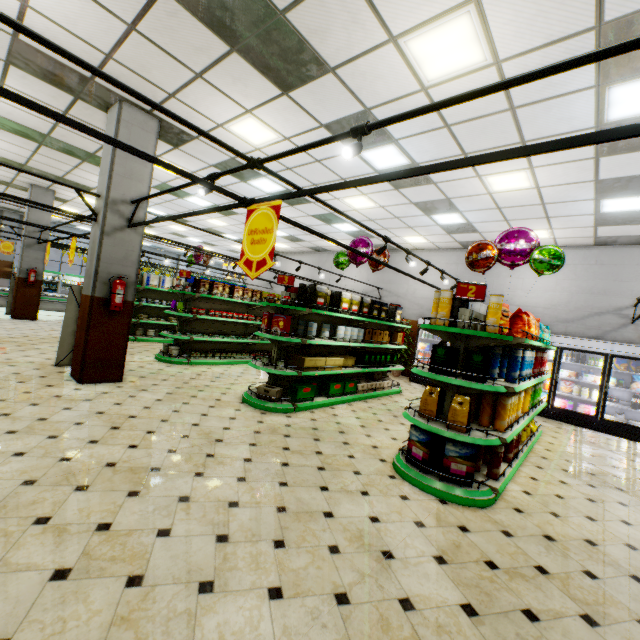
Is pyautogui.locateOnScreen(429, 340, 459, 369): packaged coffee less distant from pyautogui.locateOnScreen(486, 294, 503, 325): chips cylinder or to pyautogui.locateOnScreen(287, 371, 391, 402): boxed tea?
pyautogui.locateOnScreen(486, 294, 503, 325): chips cylinder

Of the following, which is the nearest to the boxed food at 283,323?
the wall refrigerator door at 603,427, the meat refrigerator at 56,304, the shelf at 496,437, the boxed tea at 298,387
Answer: the boxed tea at 298,387

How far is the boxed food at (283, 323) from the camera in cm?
583

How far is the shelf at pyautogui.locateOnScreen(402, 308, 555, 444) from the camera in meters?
3.6 m

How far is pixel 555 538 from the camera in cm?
317

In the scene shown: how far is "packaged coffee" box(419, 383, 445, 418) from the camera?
4.0m

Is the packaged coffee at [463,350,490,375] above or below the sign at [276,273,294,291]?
below

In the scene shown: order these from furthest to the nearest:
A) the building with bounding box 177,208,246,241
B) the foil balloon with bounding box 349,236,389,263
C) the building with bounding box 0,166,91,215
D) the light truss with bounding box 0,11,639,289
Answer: the building with bounding box 177,208,246,241
the building with bounding box 0,166,91,215
the foil balloon with bounding box 349,236,389,263
the light truss with bounding box 0,11,639,289
